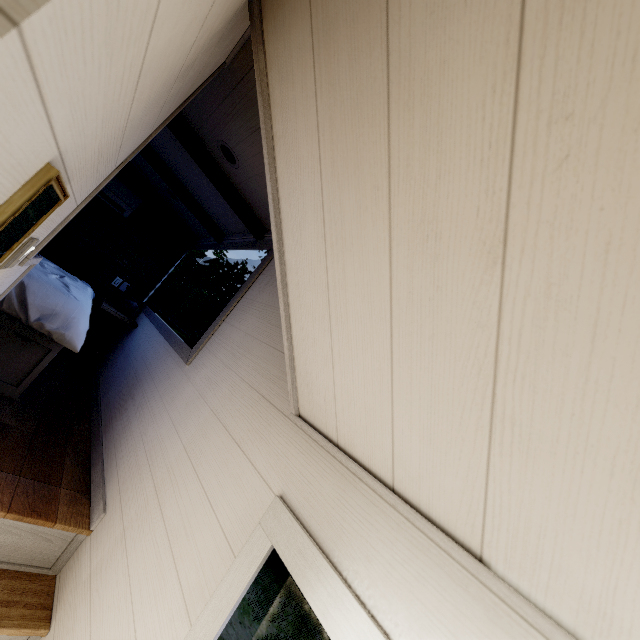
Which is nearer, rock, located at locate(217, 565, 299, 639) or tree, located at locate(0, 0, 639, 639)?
tree, located at locate(0, 0, 639, 639)

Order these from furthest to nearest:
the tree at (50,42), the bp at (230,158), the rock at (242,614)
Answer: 1. the rock at (242,614)
2. the bp at (230,158)
3. the tree at (50,42)

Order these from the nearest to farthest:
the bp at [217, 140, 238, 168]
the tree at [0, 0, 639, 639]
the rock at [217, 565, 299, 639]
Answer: the tree at [0, 0, 639, 639] → the bp at [217, 140, 238, 168] → the rock at [217, 565, 299, 639]

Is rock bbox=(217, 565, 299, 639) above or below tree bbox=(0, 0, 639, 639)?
below

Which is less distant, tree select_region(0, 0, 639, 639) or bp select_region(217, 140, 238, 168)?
tree select_region(0, 0, 639, 639)

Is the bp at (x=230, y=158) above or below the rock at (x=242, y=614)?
above

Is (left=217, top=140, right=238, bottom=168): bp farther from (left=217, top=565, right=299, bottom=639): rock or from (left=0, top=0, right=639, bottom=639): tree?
(left=217, top=565, right=299, bottom=639): rock

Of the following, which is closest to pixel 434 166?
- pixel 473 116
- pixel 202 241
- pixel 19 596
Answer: pixel 473 116
